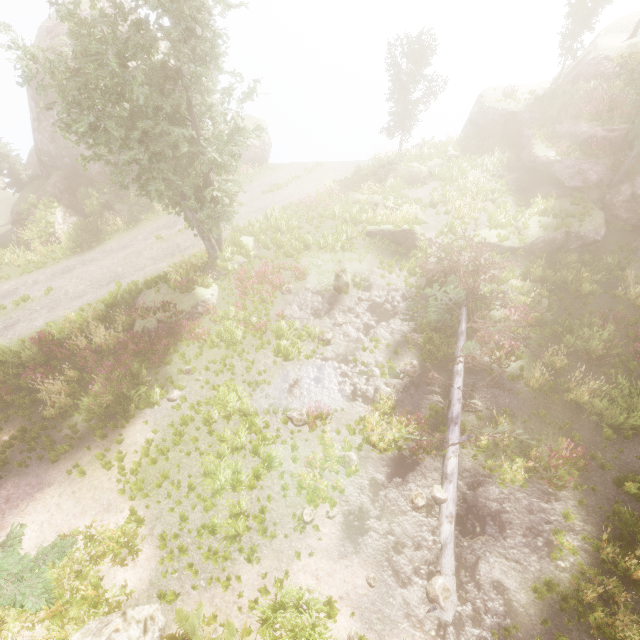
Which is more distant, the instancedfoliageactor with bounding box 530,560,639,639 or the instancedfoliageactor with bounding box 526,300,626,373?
the instancedfoliageactor with bounding box 526,300,626,373

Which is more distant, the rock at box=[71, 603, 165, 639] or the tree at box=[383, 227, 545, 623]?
the tree at box=[383, 227, 545, 623]

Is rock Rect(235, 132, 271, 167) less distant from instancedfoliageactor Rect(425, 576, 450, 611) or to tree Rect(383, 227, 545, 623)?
instancedfoliageactor Rect(425, 576, 450, 611)

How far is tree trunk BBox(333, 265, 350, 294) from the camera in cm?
1647

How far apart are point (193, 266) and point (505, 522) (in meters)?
18.00

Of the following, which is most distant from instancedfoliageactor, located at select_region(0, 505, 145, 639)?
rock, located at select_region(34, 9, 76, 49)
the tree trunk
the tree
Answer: the tree trunk

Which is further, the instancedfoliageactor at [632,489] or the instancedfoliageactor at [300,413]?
the instancedfoliageactor at [300,413]

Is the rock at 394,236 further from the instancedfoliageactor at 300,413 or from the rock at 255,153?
the rock at 255,153
